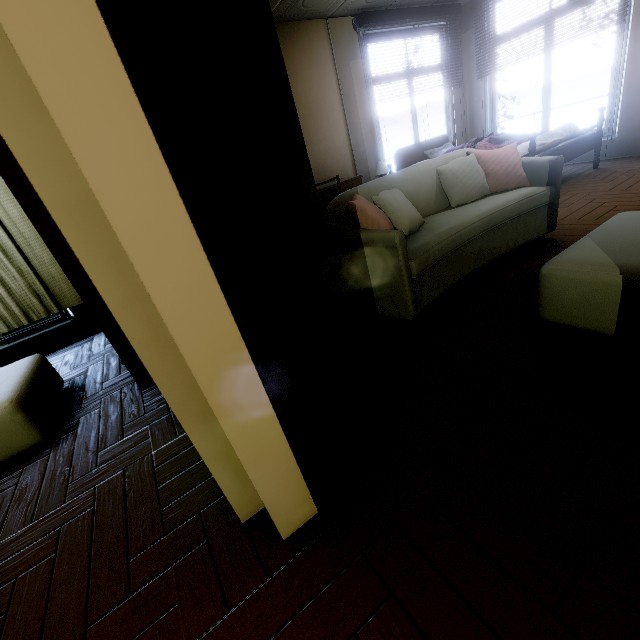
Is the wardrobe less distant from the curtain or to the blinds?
the curtain

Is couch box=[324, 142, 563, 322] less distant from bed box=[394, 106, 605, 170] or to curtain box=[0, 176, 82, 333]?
bed box=[394, 106, 605, 170]

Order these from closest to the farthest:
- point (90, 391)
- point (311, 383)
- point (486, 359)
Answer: point (311, 383)
point (486, 359)
point (90, 391)

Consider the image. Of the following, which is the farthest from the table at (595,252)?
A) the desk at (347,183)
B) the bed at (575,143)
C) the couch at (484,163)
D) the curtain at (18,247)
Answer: the curtain at (18,247)

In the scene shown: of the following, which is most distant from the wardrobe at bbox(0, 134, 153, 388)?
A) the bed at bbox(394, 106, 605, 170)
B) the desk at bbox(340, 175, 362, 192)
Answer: the bed at bbox(394, 106, 605, 170)

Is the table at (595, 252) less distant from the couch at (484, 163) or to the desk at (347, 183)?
the couch at (484, 163)

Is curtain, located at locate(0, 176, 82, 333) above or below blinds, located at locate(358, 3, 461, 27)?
below

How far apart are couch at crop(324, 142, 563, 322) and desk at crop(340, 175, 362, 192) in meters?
1.6 m
